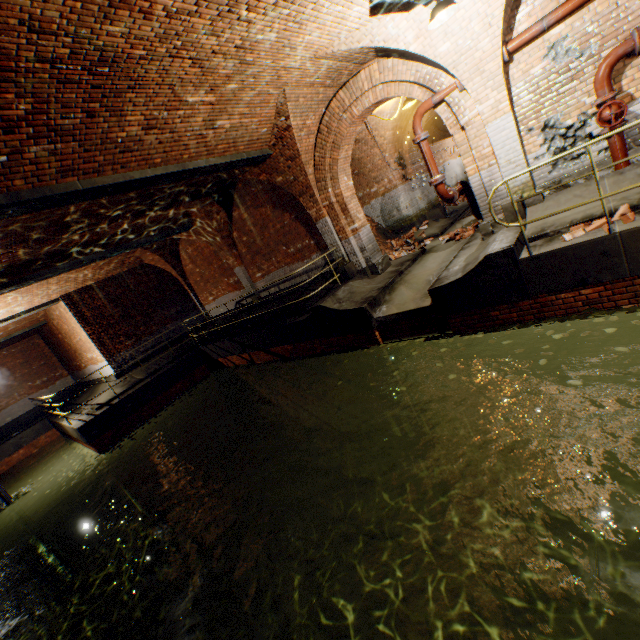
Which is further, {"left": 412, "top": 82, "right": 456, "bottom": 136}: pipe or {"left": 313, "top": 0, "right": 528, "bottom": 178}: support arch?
{"left": 412, "top": 82, "right": 456, "bottom": 136}: pipe

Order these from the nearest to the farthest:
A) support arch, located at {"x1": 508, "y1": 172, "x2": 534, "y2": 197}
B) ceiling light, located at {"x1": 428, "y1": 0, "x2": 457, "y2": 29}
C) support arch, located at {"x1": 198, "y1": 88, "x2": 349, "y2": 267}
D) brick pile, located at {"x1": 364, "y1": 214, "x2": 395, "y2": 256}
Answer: ceiling light, located at {"x1": 428, "y1": 0, "x2": 457, "y2": 29}, support arch, located at {"x1": 508, "y1": 172, "x2": 534, "y2": 197}, support arch, located at {"x1": 198, "y1": 88, "x2": 349, "y2": 267}, brick pile, located at {"x1": 364, "y1": 214, "x2": 395, "y2": 256}

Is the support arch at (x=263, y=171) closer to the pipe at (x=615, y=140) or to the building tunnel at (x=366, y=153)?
the building tunnel at (x=366, y=153)

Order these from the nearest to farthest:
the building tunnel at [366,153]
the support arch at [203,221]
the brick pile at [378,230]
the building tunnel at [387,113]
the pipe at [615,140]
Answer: the pipe at [615,140], the building tunnel at [366,153], the building tunnel at [387,113], the support arch at [203,221], the brick pile at [378,230]

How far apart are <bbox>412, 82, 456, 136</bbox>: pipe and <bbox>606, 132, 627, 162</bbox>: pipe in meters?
2.8 m

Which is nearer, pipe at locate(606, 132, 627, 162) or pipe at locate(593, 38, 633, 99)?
pipe at locate(593, 38, 633, 99)

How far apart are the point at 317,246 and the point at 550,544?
9.2m

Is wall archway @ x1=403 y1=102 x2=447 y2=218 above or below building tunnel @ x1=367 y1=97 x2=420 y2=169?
below
